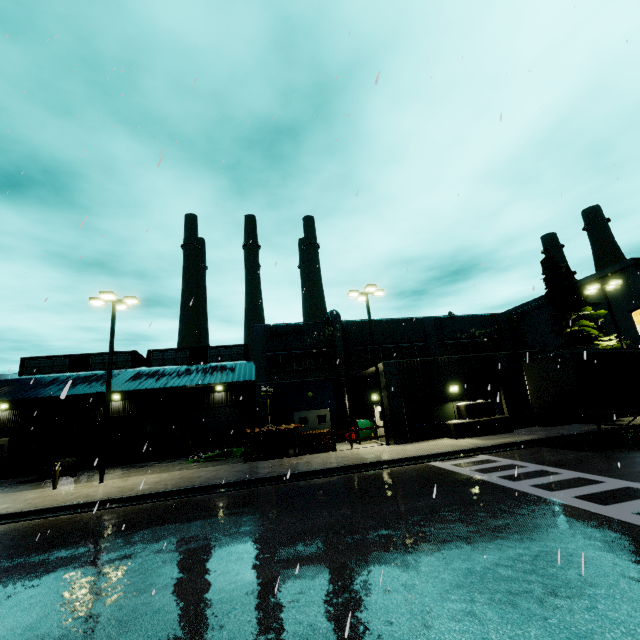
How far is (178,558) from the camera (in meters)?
6.94

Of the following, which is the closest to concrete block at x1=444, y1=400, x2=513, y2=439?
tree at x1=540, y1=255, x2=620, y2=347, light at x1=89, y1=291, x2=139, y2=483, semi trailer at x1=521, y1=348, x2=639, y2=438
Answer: semi trailer at x1=521, y1=348, x2=639, y2=438

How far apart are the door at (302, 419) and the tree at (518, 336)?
36.35m

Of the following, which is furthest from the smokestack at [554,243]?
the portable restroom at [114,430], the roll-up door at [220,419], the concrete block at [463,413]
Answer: the portable restroom at [114,430]

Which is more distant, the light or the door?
the door

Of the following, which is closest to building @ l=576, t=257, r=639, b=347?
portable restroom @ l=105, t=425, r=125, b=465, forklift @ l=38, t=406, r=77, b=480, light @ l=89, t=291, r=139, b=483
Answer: portable restroom @ l=105, t=425, r=125, b=465

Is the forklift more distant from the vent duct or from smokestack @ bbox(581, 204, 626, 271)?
smokestack @ bbox(581, 204, 626, 271)

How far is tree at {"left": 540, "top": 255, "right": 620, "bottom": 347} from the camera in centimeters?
2625cm
